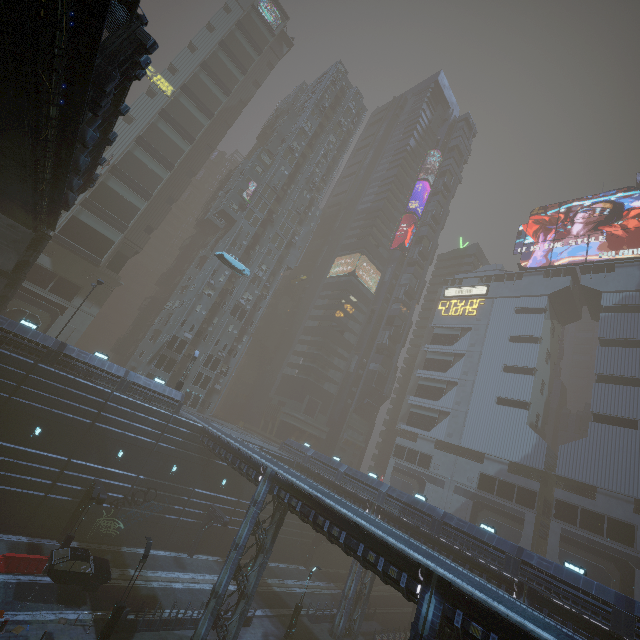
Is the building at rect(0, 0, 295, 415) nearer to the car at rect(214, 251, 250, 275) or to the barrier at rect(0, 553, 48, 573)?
the barrier at rect(0, 553, 48, 573)

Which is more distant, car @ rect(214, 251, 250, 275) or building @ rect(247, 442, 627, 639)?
car @ rect(214, 251, 250, 275)

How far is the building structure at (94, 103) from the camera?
9.8 meters

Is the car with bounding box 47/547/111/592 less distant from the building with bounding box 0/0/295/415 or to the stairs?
the building with bounding box 0/0/295/415

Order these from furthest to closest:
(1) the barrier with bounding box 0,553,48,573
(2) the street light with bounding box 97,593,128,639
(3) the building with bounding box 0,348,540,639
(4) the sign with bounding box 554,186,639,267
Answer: (4) the sign with bounding box 554,186,639,267 < (1) the barrier with bounding box 0,553,48,573 < (2) the street light with bounding box 97,593,128,639 < (3) the building with bounding box 0,348,540,639

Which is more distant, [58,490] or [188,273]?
[188,273]

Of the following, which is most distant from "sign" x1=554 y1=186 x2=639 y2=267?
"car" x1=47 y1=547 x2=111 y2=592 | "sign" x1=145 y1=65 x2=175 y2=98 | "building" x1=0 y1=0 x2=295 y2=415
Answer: "car" x1=47 y1=547 x2=111 y2=592

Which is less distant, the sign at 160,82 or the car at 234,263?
the car at 234,263
